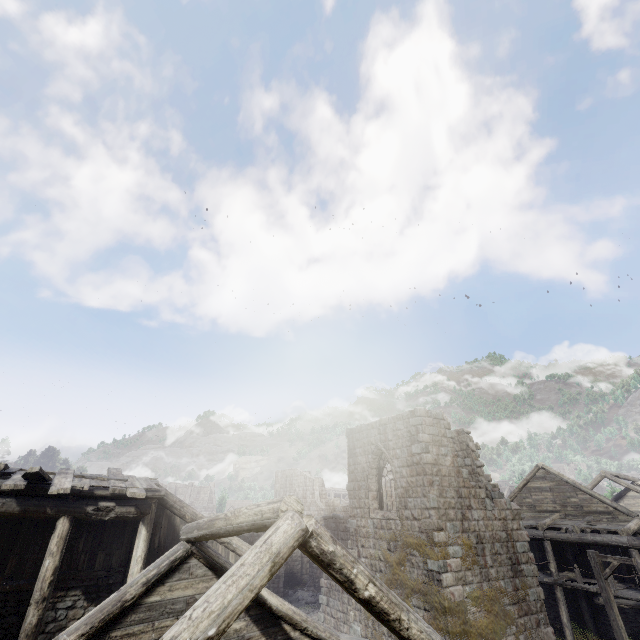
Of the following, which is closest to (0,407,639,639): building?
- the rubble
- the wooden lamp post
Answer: the rubble

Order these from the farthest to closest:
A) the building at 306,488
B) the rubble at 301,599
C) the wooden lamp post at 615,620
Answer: the rubble at 301,599 < the wooden lamp post at 615,620 < the building at 306,488

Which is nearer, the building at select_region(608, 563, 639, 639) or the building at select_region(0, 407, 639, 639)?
the building at select_region(0, 407, 639, 639)

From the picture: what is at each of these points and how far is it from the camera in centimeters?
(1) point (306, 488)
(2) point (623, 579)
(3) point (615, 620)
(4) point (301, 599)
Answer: (1) building, 4409cm
(2) building, 1772cm
(3) wooden lamp post, 1198cm
(4) rubble, 2672cm

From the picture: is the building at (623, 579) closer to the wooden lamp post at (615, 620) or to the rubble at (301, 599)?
the rubble at (301, 599)

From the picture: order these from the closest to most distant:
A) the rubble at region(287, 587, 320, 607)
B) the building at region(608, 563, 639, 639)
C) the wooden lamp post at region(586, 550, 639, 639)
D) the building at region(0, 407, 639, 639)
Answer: the building at region(0, 407, 639, 639) < the wooden lamp post at region(586, 550, 639, 639) < the building at region(608, 563, 639, 639) < the rubble at region(287, 587, 320, 607)

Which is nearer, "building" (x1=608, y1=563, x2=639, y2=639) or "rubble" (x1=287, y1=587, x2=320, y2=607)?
"building" (x1=608, y1=563, x2=639, y2=639)

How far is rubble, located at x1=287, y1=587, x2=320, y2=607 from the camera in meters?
26.2 m
